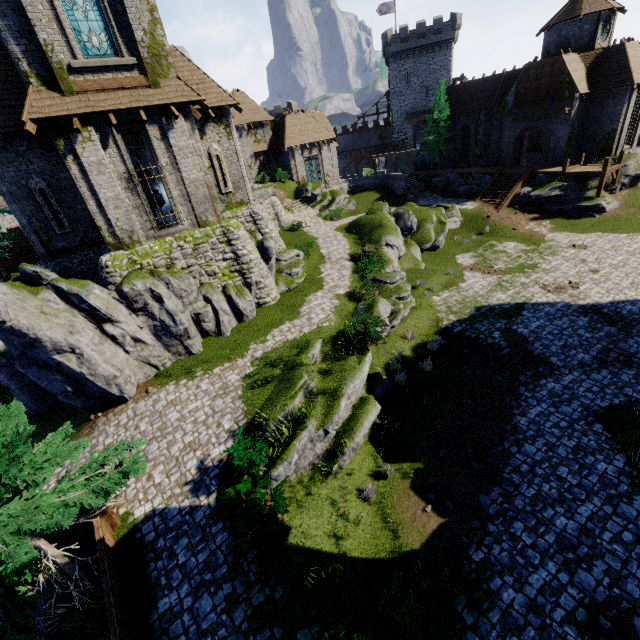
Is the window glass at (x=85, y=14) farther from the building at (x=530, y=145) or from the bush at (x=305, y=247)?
the building at (x=530, y=145)

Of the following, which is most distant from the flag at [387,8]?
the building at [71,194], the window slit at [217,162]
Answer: the window slit at [217,162]

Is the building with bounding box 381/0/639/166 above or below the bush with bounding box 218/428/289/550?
above

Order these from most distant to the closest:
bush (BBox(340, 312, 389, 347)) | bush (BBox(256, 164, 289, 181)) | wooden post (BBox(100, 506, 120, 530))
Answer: bush (BBox(256, 164, 289, 181))
bush (BBox(340, 312, 389, 347))
wooden post (BBox(100, 506, 120, 530))

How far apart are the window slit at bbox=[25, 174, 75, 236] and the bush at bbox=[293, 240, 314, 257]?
12.8 meters

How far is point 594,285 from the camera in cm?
1956

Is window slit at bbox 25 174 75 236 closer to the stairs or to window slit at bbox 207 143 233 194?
window slit at bbox 207 143 233 194

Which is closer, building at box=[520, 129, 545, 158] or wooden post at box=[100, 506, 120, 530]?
wooden post at box=[100, 506, 120, 530]
